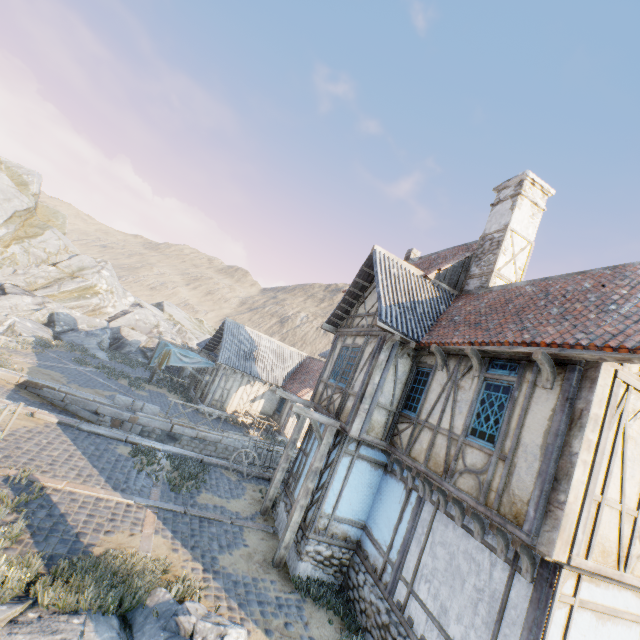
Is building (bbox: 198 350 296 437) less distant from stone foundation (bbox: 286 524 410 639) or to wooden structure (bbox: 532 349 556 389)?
stone foundation (bbox: 286 524 410 639)

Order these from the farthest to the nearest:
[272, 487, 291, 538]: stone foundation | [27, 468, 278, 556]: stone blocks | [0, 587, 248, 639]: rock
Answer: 1. [272, 487, 291, 538]: stone foundation
2. [27, 468, 278, 556]: stone blocks
3. [0, 587, 248, 639]: rock

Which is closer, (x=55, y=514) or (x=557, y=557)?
(x=557, y=557)

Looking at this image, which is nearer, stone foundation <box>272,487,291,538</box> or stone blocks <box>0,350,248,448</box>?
stone foundation <box>272,487,291,538</box>

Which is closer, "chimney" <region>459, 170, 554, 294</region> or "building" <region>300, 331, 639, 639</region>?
"building" <region>300, 331, 639, 639</region>

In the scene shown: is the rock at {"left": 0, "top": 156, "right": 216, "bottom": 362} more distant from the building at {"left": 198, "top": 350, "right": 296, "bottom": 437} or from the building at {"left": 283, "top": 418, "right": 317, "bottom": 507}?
the building at {"left": 283, "top": 418, "right": 317, "bottom": 507}

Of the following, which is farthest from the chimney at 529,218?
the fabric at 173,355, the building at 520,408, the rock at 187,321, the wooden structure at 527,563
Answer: the fabric at 173,355

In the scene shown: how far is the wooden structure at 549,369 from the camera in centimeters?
545cm
